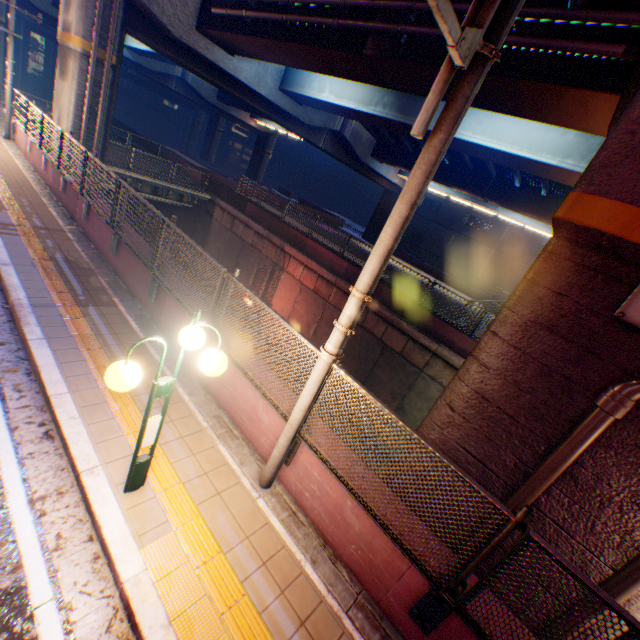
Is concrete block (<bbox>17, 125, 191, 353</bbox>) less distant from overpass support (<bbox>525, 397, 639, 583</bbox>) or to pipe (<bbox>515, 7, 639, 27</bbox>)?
overpass support (<bbox>525, 397, 639, 583</bbox>)

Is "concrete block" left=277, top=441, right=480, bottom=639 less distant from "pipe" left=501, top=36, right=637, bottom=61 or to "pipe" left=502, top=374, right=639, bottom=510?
"pipe" left=502, top=374, right=639, bottom=510

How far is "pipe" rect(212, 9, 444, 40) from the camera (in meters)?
8.34

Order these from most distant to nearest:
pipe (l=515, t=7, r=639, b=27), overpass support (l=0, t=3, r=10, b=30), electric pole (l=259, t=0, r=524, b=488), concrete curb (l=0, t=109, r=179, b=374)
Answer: overpass support (l=0, t=3, r=10, b=30) → concrete curb (l=0, t=109, r=179, b=374) → pipe (l=515, t=7, r=639, b=27) → electric pole (l=259, t=0, r=524, b=488)

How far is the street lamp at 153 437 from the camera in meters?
2.8 m

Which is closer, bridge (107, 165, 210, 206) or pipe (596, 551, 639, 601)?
pipe (596, 551, 639, 601)

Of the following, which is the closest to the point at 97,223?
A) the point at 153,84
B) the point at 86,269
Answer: Answer: the point at 86,269

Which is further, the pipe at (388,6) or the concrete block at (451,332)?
the concrete block at (451,332)
